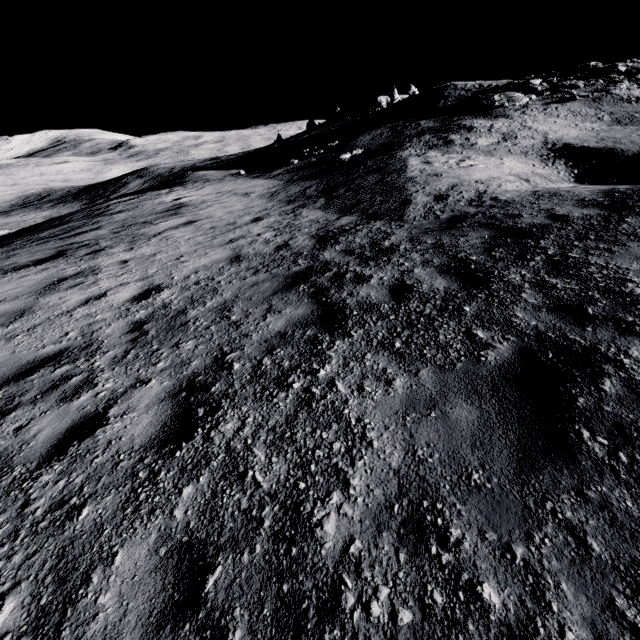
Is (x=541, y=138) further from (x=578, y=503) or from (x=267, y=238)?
(x=578, y=503)
